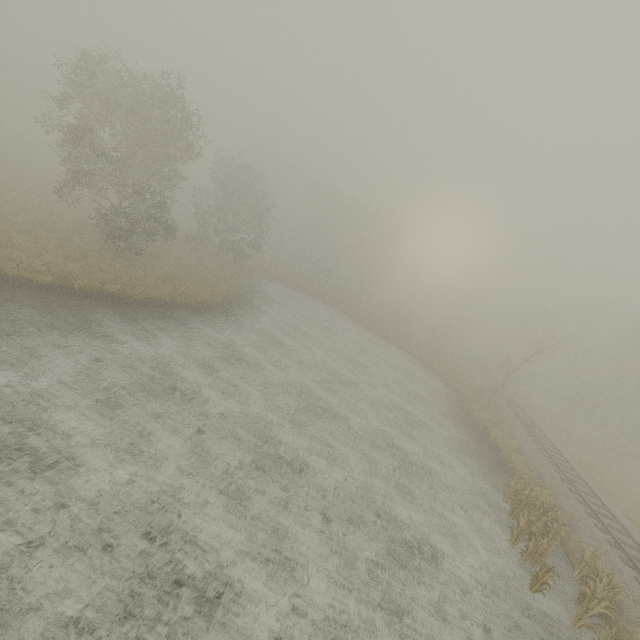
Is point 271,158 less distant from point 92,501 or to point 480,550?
point 92,501

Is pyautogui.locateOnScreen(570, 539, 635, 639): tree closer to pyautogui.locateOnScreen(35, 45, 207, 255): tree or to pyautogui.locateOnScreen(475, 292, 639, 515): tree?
pyautogui.locateOnScreen(35, 45, 207, 255): tree

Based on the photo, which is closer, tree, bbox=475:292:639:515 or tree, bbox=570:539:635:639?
tree, bbox=570:539:635:639

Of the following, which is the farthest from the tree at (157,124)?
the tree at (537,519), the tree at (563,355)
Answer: the tree at (563,355)

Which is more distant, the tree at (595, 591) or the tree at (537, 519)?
the tree at (537, 519)

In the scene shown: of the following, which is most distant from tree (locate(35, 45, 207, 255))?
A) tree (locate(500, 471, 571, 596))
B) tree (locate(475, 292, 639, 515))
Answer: tree (locate(475, 292, 639, 515))
